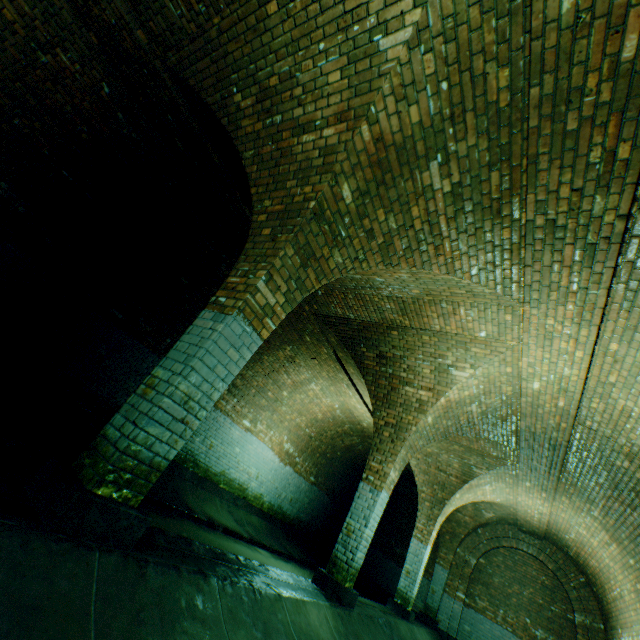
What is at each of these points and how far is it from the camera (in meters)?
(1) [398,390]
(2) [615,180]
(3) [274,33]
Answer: (1) support arch, 6.68
(2) building tunnel, 2.80
(3) support arch, 3.26

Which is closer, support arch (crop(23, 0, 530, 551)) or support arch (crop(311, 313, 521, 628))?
support arch (crop(23, 0, 530, 551))

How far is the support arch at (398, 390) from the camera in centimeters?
565cm

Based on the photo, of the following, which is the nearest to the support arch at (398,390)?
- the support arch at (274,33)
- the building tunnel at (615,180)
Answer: the building tunnel at (615,180)

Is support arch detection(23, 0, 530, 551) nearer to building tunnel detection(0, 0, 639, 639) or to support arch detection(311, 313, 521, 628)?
building tunnel detection(0, 0, 639, 639)

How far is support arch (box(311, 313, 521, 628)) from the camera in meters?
5.6

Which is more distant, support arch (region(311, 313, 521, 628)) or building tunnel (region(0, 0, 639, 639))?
support arch (region(311, 313, 521, 628))
